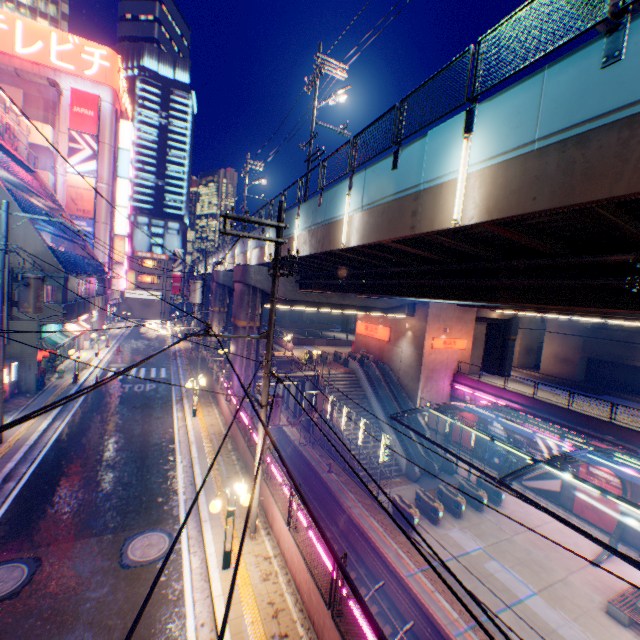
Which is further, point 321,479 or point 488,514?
point 321,479

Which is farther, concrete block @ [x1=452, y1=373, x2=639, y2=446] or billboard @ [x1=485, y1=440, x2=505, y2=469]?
billboard @ [x1=485, y1=440, x2=505, y2=469]

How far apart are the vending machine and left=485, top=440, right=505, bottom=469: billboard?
34.1 meters

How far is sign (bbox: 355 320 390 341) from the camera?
35.22m

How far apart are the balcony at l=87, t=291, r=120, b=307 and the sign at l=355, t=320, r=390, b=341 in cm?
2750

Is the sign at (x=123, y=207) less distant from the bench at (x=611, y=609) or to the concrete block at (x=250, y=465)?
the concrete block at (x=250, y=465)

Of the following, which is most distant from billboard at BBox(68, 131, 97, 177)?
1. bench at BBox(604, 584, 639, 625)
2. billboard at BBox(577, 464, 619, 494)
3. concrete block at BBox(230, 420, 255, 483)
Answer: bench at BBox(604, 584, 639, 625)

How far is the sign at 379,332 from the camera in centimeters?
3522cm
